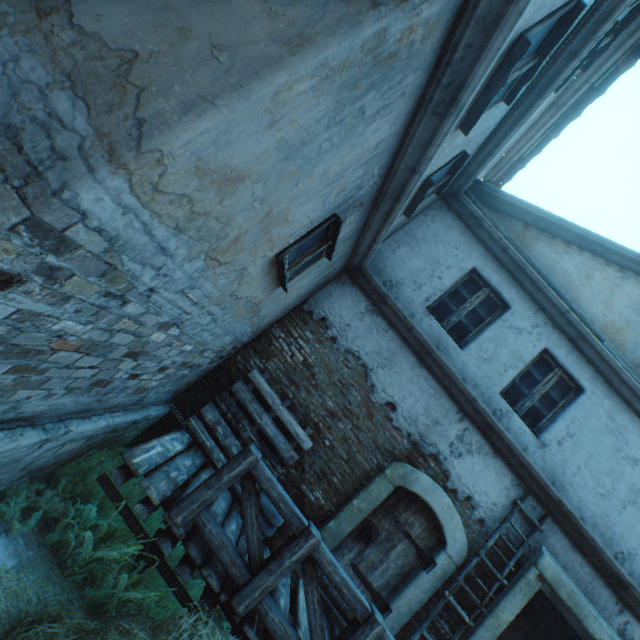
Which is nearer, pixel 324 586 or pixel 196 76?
pixel 196 76

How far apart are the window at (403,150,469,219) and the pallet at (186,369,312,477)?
3.53m

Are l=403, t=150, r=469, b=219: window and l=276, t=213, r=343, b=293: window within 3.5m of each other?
yes

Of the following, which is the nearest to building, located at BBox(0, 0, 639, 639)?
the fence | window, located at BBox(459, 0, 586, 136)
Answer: window, located at BBox(459, 0, 586, 136)

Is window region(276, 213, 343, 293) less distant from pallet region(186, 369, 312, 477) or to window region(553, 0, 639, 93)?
pallet region(186, 369, 312, 477)

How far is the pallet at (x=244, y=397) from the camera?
4.9m

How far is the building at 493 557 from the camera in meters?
5.2 m

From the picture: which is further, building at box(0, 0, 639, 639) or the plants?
the plants
